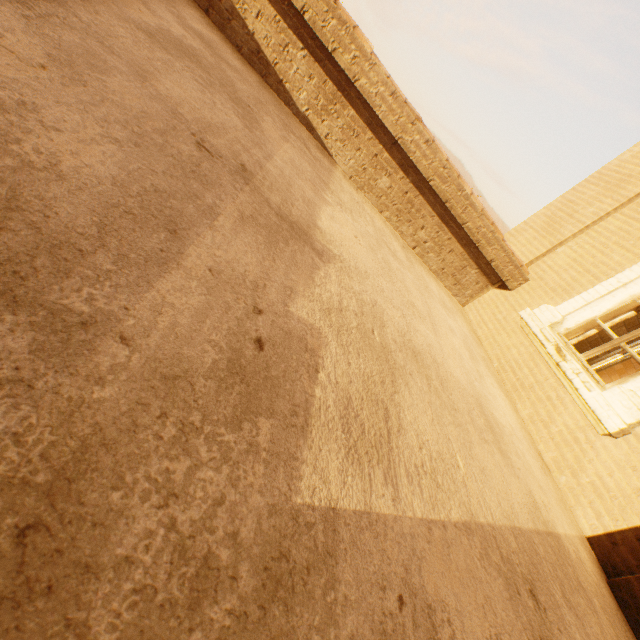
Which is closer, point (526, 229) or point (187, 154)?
point (187, 154)
